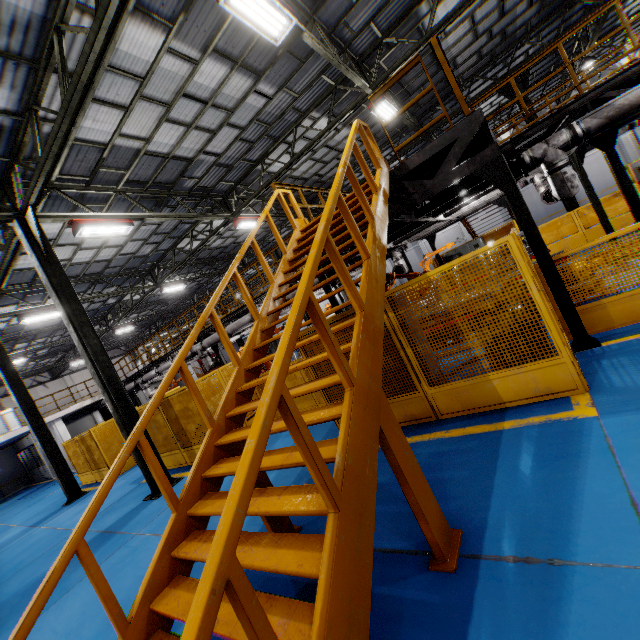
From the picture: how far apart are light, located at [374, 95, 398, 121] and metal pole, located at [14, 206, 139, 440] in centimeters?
1015cm

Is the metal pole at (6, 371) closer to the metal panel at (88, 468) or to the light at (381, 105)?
the metal panel at (88, 468)

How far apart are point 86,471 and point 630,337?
19.52m

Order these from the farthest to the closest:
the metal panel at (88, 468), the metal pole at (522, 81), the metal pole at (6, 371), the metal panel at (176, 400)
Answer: the metal pole at (522, 81), the metal panel at (88, 468), the metal pole at (6, 371), the metal panel at (176, 400)

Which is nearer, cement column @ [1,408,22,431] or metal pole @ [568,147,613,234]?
metal pole @ [568,147,613,234]

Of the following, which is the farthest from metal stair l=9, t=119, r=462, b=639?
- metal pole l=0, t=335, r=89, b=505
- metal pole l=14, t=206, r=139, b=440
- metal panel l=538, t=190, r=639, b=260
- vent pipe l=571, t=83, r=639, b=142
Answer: metal pole l=0, t=335, r=89, b=505

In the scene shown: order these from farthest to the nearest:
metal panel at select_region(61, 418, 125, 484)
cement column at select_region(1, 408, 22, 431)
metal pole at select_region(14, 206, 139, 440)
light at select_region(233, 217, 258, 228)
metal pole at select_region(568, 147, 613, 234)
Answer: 1. cement column at select_region(1, 408, 22, 431)
2. light at select_region(233, 217, 258, 228)
3. metal panel at select_region(61, 418, 125, 484)
4. metal pole at select_region(568, 147, 613, 234)
5. metal pole at select_region(14, 206, 139, 440)

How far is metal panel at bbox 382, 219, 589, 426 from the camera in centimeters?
413cm
